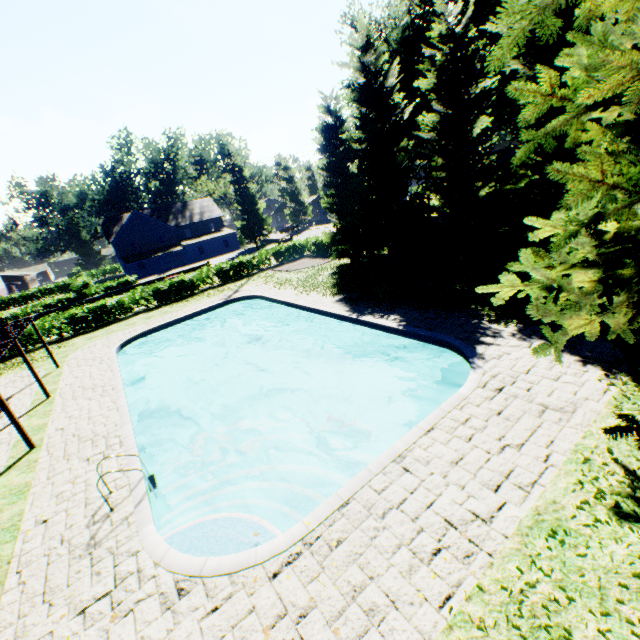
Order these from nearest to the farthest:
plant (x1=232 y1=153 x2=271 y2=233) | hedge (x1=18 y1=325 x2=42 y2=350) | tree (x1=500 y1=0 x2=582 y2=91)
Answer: tree (x1=500 y1=0 x2=582 y2=91) < hedge (x1=18 y1=325 x2=42 y2=350) < plant (x1=232 y1=153 x2=271 y2=233)

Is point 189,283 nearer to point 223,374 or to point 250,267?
point 250,267

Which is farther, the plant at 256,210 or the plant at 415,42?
the plant at 256,210

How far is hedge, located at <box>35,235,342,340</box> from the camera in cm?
2547

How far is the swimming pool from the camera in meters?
6.1 m

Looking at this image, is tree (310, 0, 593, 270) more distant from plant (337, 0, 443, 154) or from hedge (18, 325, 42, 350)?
plant (337, 0, 443, 154)

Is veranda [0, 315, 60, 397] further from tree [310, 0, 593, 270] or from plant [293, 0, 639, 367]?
tree [310, 0, 593, 270]

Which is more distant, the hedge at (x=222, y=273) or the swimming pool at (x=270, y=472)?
the hedge at (x=222, y=273)
